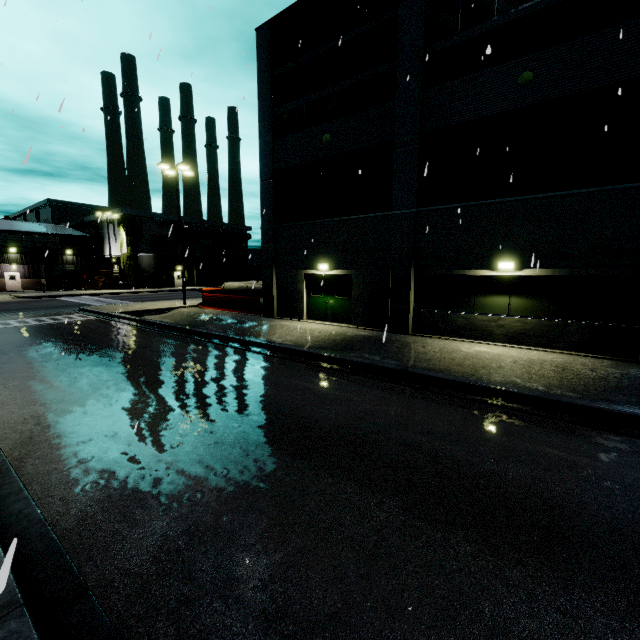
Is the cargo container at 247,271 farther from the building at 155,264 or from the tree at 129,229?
the tree at 129,229

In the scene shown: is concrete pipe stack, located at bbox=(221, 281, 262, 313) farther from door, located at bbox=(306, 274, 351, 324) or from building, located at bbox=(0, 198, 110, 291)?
door, located at bbox=(306, 274, 351, 324)

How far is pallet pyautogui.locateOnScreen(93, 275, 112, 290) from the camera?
42.59m

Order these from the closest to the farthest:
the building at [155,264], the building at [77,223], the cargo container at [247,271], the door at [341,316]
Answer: the door at [341,316], the building at [77,223], the building at [155,264], the cargo container at [247,271]

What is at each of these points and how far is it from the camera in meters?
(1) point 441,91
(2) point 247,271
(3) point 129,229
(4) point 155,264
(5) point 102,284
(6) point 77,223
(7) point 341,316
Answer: (1) building, 11.9
(2) cargo container, 51.2
(3) tree, 42.9
(4) building, 46.7
(5) pallet, 42.5
(6) building, 50.9
(7) door, 16.0

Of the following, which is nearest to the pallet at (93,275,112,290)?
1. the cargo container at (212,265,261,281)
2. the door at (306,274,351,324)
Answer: the cargo container at (212,265,261,281)

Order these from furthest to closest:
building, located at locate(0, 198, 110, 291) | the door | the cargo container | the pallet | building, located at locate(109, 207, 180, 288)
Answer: the cargo container < building, located at locate(109, 207, 180, 288) < the pallet < building, located at locate(0, 198, 110, 291) < the door

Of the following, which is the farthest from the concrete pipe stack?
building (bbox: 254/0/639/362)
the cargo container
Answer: the cargo container
